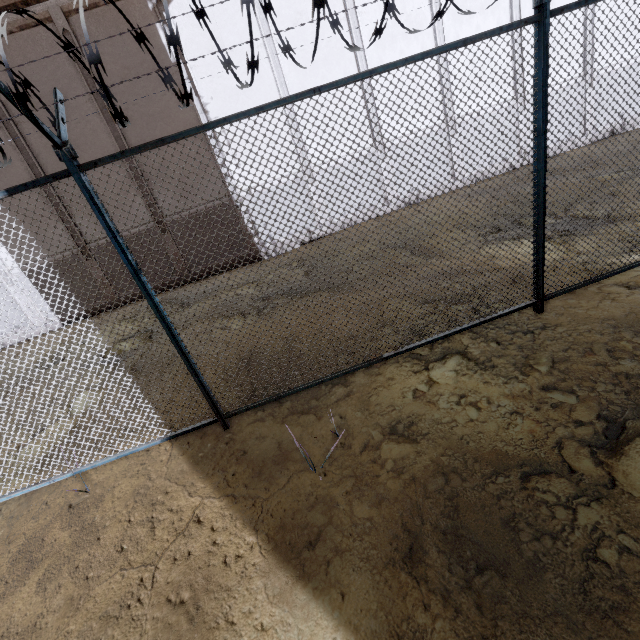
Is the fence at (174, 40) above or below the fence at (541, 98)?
above

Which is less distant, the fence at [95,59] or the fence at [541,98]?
the fence at [95,59]

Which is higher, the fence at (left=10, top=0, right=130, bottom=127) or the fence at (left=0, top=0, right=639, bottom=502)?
the fence at (left=10, top=0, right=130, bottom=127)

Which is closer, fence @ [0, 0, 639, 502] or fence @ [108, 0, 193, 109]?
fence @ [108, 0, 193, 109]

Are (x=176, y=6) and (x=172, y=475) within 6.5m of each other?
no
